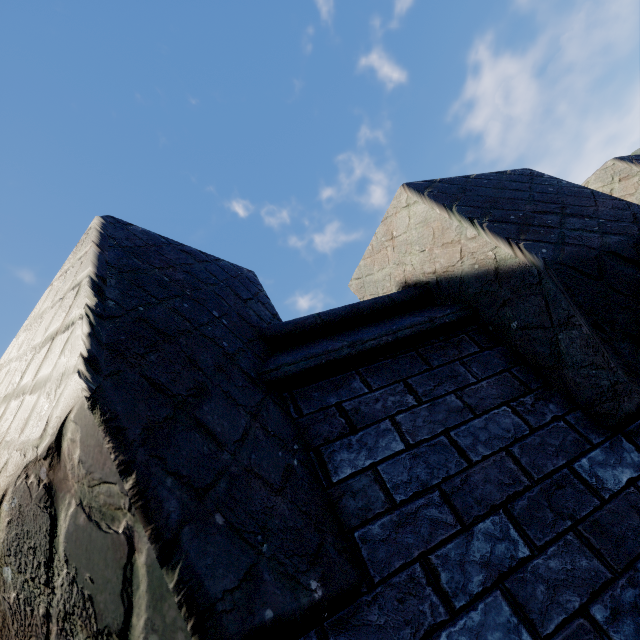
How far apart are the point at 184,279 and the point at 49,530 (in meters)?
1.13
